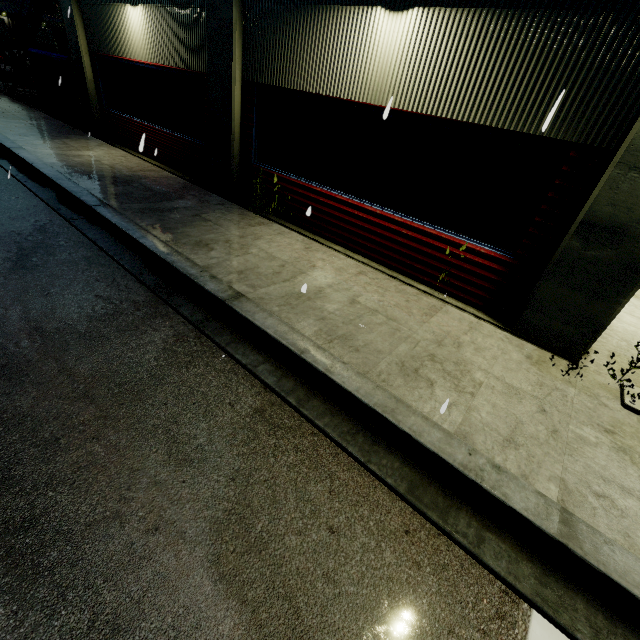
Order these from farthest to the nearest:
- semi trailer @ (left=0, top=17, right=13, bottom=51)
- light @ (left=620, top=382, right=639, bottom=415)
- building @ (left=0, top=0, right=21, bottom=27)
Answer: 1. building @ (left=0, top=0, right=21, bottom=27)
2. semi trailer @ (left=0, top=17, right=13, bottom=51)
3. light @ (left=620, top=382, right=639, bottom=415)

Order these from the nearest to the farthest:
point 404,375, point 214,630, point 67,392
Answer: point 214,630 → point 67,392 → point 404,375

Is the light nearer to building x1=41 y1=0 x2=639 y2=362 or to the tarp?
building x1=41 y1=0 x2=639 y2=362

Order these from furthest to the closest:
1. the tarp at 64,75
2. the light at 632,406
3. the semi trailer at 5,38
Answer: the semi trailer at 5,38 → the tarp at 64,75 → the light at 632,406

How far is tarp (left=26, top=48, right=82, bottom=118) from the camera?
12.15m

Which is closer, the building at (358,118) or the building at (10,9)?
the building at (358,118)

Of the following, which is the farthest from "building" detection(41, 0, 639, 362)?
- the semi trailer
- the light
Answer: the light

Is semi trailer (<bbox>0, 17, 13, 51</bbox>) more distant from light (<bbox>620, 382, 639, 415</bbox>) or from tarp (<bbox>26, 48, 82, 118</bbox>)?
light (<bbox>620, 382, 639, 415</bbox>)
